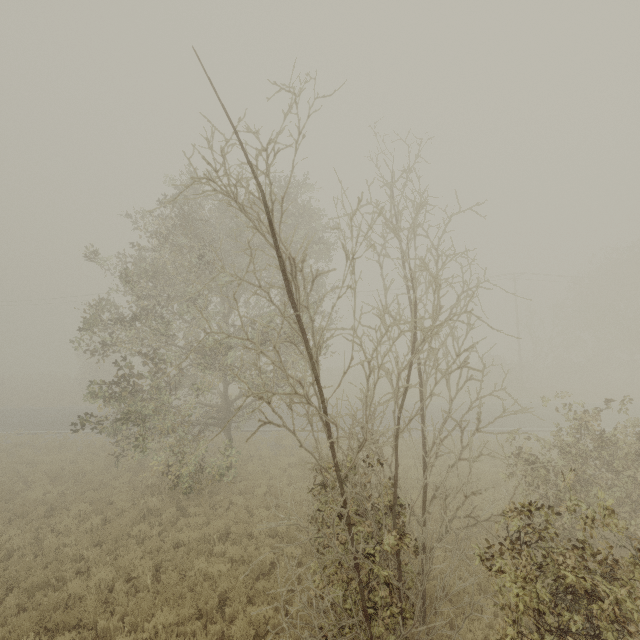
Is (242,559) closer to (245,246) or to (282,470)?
(282,470)
